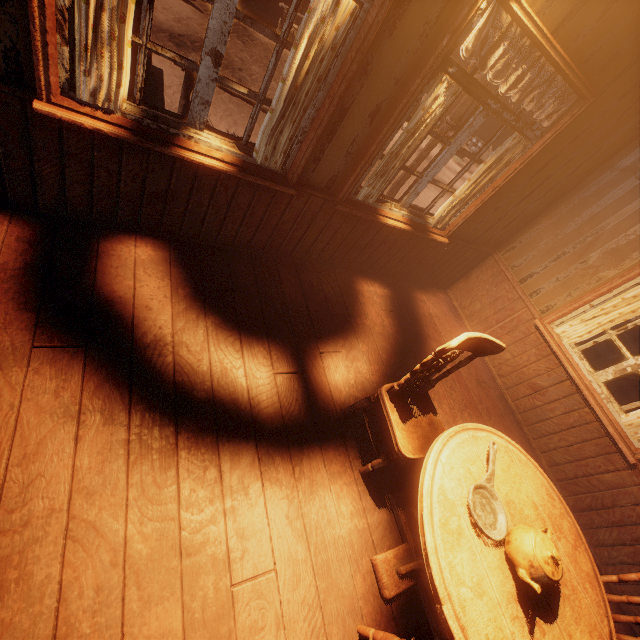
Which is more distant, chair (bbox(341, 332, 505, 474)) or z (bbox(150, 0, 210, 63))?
z (bbox(150, 0, 210, 63))

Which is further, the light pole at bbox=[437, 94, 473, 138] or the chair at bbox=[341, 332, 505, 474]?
the light pole at bbox=[437, 94, 473, 138]

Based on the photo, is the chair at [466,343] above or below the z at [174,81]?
above

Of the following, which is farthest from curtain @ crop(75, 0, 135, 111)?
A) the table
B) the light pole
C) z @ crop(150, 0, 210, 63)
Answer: the light pole

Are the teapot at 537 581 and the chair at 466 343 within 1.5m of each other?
yes

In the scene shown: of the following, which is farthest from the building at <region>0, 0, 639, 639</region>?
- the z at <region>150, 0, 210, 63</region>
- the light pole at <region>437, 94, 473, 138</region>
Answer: the light pole at <region>437, 94, 473, 138</region>

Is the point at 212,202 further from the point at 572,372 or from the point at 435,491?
the point at 572,372

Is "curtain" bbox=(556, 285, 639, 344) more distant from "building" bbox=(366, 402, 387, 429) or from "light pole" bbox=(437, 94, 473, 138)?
"light pole" bbox=(437, 94, 473, 138)
